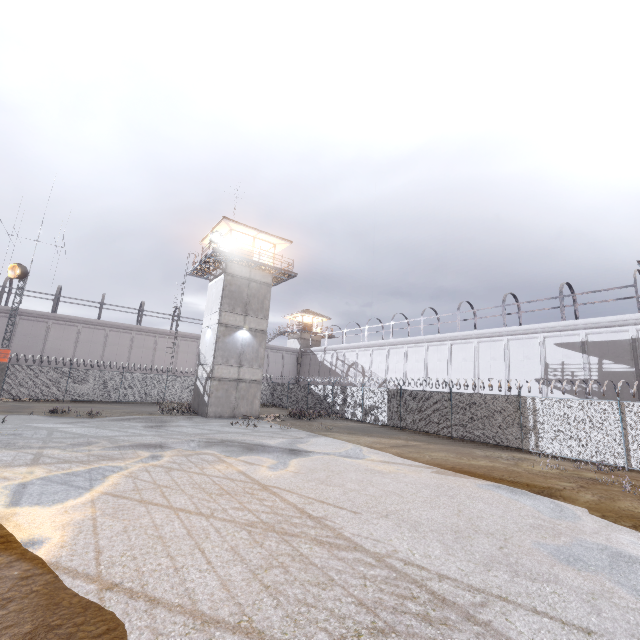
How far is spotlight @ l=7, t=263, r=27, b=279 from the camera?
20.6 meters

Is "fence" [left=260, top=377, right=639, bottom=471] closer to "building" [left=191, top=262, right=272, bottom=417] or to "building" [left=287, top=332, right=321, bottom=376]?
"building" [left=191, top=262, right=272, bottom=417]

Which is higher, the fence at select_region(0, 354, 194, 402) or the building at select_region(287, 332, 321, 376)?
the building at select_region(287, 332, 321, 376)

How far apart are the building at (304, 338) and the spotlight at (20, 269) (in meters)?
33.68

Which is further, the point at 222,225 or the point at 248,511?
the point at 222,225

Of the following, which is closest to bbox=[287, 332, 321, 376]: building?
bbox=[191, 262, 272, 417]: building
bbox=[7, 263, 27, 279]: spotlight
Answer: bbox=[191, 262, 272, 417]: building

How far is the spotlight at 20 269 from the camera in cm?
2062

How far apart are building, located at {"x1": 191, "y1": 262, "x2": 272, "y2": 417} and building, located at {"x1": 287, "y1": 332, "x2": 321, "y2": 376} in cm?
2362
